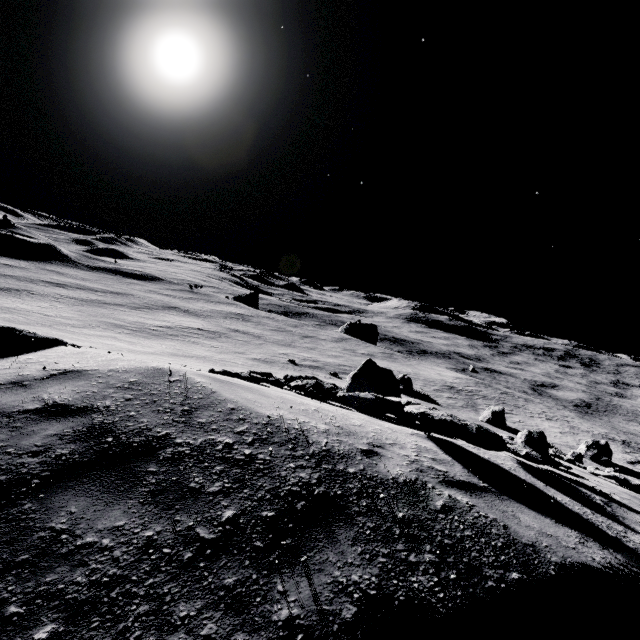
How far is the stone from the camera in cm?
3388

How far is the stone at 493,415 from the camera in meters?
33.9 m

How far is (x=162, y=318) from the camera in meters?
58.4
